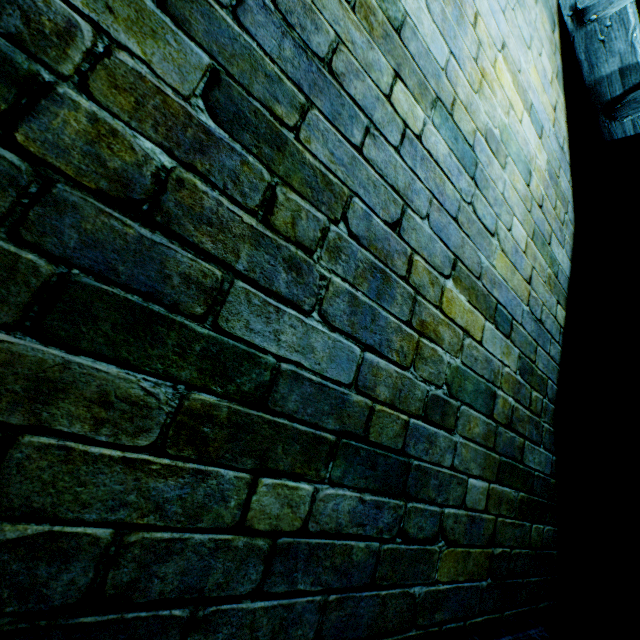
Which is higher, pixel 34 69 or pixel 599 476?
pixel 34 69
